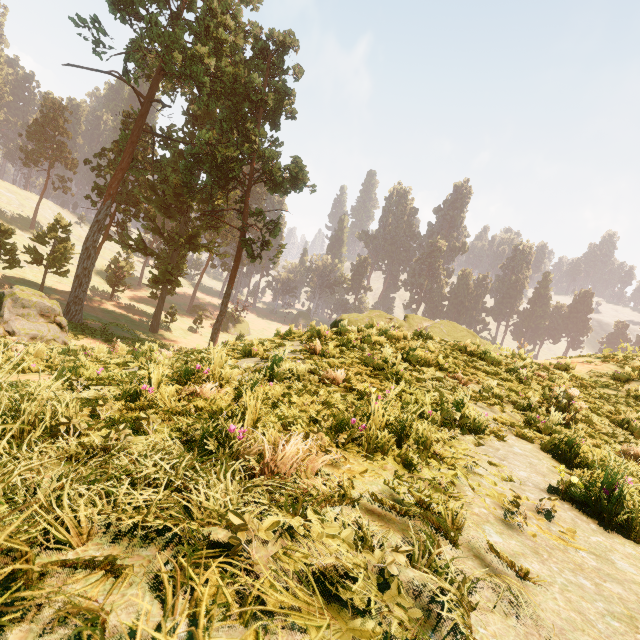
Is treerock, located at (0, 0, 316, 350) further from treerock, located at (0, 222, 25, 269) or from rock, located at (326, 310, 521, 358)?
rock, located at (326, 310, 521, 358)

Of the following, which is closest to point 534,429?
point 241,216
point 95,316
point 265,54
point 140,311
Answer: point 241,216

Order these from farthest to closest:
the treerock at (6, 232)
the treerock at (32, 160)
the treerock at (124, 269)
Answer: the treerock at (32, 160) → the treerock at (124, 269) → the treerock at (6, 232)

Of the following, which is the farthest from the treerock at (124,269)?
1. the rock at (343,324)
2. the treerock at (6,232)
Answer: the rock at (343,324)

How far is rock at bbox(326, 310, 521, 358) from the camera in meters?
10.1 m

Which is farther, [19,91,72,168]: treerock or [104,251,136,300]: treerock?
[19,91,72,168]: treerock

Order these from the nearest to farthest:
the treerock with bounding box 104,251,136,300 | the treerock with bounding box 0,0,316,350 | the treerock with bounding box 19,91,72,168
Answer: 1. the treerock with bounding box 0,0,316,350
2. the treerock with bounding box 104,251,136,300
3. the treerock with bounding box 19,91,72,168

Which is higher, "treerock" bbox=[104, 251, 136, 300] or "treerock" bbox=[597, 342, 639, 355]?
"treerock" bbox=[597, 342, 639, 355]
